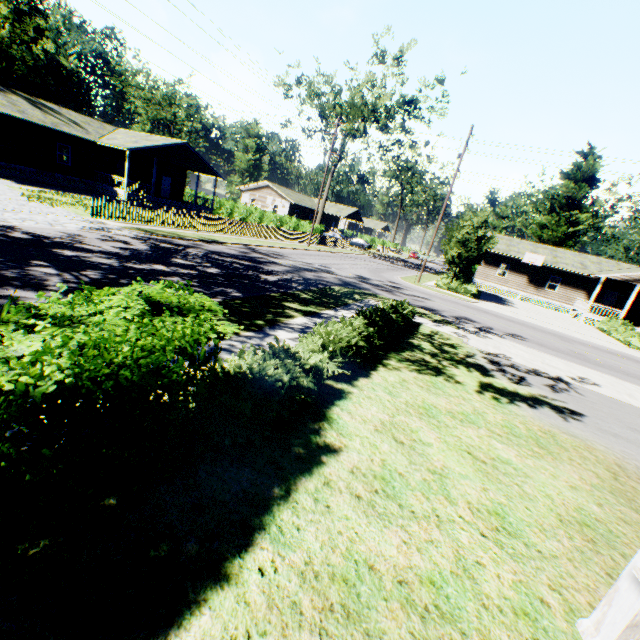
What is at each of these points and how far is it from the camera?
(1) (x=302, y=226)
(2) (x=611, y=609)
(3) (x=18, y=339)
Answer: (1) hedge, 38.5 meters
(2) house, 2.8 meters
(3) hedge, 2.2 meters

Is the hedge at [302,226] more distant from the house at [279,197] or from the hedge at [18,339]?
the hedge at [18,339]

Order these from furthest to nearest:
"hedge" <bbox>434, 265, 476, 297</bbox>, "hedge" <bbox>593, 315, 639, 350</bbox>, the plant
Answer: the plant, "hedge" <bbox>434, 265, 476, 297</bbox>, "hedge" <bbox>593, 315, 639, 350</bbox>

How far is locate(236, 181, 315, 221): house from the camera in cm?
5294

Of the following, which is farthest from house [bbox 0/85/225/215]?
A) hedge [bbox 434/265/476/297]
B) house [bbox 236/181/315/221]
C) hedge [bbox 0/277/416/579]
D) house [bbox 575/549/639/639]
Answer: house [bbox 575/549/639/639]

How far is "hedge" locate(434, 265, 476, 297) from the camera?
26.23m

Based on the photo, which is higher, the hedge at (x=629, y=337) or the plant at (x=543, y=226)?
the plant at (x=543, y=226)

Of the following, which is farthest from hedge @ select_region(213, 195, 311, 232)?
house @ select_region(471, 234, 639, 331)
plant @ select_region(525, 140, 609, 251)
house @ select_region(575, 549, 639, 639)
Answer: house @ select_region(575, 549, 639, 639)
